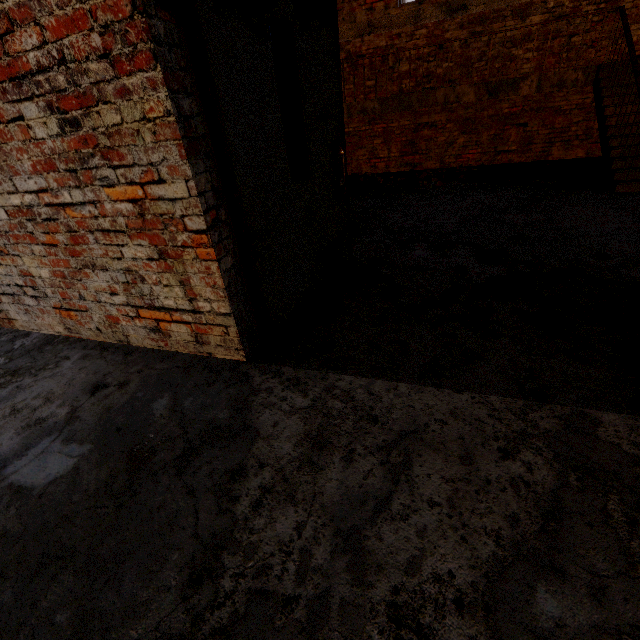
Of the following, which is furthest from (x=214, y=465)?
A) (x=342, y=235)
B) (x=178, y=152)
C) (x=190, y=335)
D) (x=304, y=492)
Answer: (x=342, y=235)

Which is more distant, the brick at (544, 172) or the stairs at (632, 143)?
the brick at (544, 172)

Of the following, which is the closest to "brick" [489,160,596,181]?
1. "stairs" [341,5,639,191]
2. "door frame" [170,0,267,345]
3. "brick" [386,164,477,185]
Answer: "stairs" [341,5,639,191]

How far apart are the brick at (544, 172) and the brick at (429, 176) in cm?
166

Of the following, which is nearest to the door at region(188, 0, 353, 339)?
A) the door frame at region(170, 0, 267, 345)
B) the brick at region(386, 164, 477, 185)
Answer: the door frame at region(170, 0, 267, 345)

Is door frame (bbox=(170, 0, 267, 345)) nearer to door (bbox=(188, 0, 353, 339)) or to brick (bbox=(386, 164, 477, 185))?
door (bbox=(188, 0, 353, 339))

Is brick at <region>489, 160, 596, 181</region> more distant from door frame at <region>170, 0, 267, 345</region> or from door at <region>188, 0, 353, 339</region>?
door frame at <region>170, 0, 267, 345</region>

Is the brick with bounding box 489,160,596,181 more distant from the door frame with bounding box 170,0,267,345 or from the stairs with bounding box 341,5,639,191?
the door frame with bounding box 170,0,267,345
